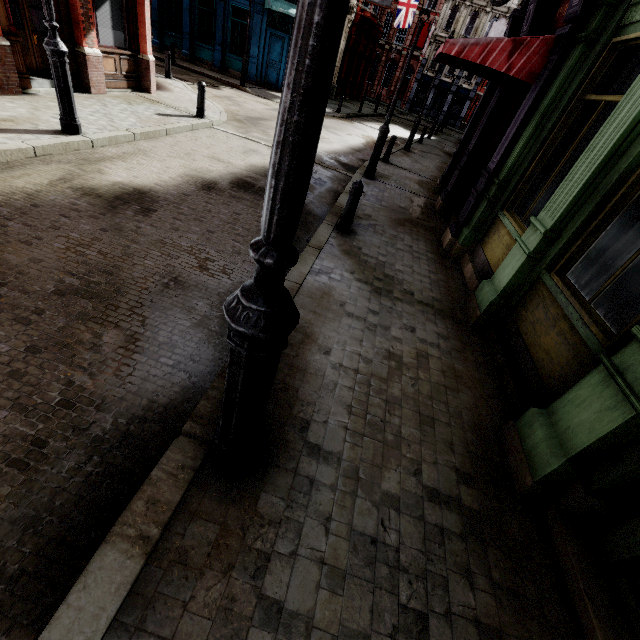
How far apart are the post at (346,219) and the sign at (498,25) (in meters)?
29.89

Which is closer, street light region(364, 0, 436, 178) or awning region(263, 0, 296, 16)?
street light region(364, 0, 436, 178)

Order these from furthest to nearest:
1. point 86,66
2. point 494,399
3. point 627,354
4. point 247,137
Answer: point 247,137
point 86,66
point 494,399
point 627,354

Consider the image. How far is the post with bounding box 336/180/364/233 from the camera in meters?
5.8 m

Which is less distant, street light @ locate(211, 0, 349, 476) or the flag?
street light @ locate(211, 0, 349, 476)

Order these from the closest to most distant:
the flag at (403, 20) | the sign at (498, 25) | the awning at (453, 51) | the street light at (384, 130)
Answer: the awning at (453, 51) < the street light at (384, 130) < the sign at (498, 25) < the flag at (403, 20)

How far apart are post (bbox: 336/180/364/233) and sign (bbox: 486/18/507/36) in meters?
29.9 m

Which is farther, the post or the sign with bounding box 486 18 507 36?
the sign with bounding box 486 18 507 36
